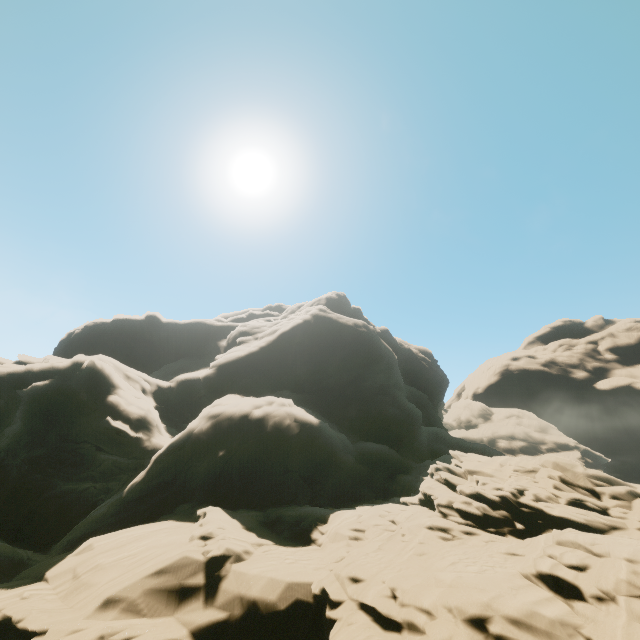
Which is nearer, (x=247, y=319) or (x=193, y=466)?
(x=193, y=466)
